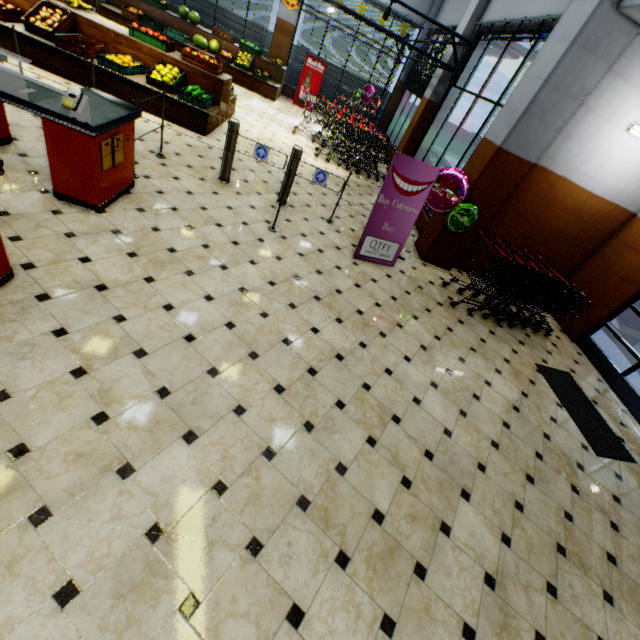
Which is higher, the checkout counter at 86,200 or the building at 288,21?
the building at 288,21

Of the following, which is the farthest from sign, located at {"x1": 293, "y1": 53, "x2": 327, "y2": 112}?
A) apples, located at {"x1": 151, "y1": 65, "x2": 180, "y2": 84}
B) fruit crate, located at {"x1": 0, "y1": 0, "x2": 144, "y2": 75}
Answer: fruit crate, located at {"x1": 0, "y1": 0, "x2": 144, "y2": 75}

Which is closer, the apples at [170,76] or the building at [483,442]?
the building at [483,442]

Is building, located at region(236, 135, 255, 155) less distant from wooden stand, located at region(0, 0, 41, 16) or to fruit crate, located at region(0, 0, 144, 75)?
wooden stand, located at region(0, 0, 41, 16)

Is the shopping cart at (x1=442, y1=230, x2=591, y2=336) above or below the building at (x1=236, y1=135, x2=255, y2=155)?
above

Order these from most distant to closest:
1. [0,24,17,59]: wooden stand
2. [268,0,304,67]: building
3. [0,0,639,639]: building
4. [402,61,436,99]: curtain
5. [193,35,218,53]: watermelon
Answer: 1. [268,0,304,67]: building
2. [193,35,218,53]: watermelon
3. [402,61,436,99]: curtain
4. [0,24,17,59]: wooden stand
5. [0,0,639,639]: building

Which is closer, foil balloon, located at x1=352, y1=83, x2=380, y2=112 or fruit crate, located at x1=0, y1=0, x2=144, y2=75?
fruit crate, located at x1=0, y1=0, x2=144, y2=75

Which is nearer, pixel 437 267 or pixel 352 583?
pixel 352 583
